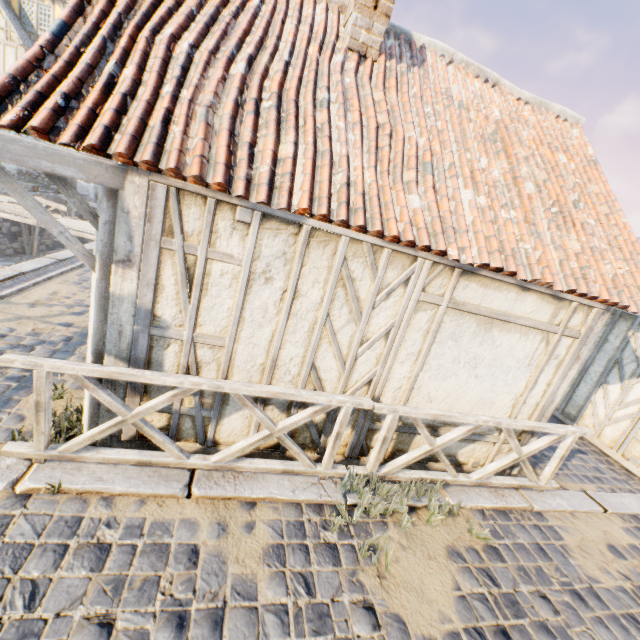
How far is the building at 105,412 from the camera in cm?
334

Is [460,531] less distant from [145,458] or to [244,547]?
[244,547]

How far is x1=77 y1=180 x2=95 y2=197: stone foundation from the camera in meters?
20.6 m

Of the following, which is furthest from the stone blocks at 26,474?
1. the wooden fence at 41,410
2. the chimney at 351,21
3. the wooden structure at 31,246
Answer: the chimney at 351,21

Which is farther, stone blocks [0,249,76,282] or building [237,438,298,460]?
stone blocks [0,249,76,282]

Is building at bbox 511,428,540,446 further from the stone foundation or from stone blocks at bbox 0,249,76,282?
the stone foundation

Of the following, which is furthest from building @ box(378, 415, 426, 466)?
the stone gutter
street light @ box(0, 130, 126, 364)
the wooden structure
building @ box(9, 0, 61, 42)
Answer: building @ box(9, 0, 61, 42)

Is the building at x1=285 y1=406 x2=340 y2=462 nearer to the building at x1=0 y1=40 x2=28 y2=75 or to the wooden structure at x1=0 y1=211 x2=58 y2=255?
the wooden structure at x1=0 y1=211 x2=58 y2=255
